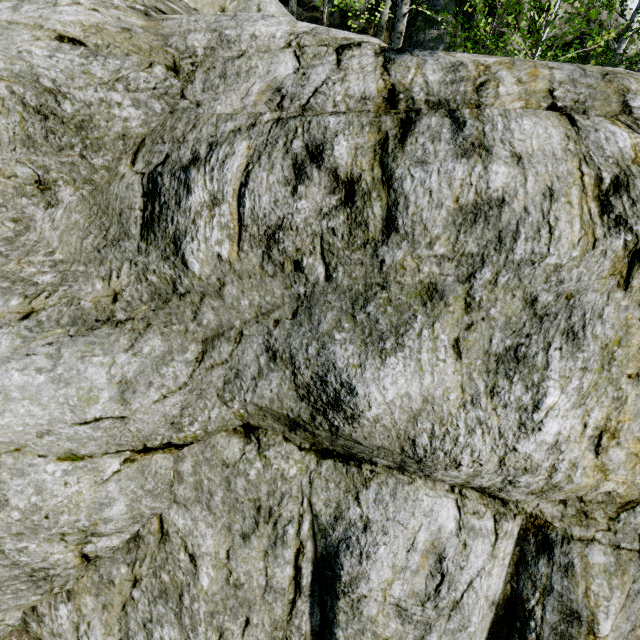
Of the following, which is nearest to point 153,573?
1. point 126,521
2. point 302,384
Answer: point 126,521

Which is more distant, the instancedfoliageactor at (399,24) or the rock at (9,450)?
the instancedfoliageactor at (399,24)

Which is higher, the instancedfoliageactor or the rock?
the instancedfoliageactor

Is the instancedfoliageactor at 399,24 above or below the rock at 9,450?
above

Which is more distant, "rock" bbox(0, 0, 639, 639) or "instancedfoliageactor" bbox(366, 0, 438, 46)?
"instancedfoliageactor" bbox(366, 0, 438, 46)
